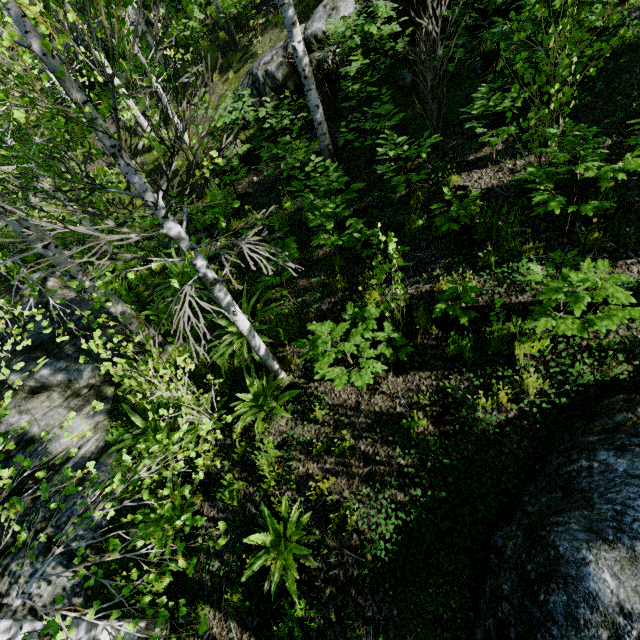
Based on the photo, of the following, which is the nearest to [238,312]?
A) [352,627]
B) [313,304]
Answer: [313,304]

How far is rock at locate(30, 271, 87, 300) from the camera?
10.93m

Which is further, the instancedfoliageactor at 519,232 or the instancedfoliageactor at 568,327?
the instancedfoliageactor at 519,232

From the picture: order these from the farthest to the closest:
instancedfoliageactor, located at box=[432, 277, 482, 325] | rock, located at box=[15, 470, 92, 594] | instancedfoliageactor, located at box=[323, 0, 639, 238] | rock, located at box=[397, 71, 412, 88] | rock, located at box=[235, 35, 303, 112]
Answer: rock, located at box=[235, 35, 303, 112]
rock, located at box=[397, 71, 412, 88]
rock, located at box=[15, 470, 92, 594]
instancedfoliageactor, located at box=[432, 277, 482, 325]
instancedfoliageactor, located at box=[323, 0, 639, 238]

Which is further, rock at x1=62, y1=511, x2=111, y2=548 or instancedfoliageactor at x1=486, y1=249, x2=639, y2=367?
rock at x1=62, y1=511, x2=111, y2=548

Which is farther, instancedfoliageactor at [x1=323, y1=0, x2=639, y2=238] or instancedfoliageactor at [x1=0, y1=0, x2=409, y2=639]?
instancedfoliageactor at [x1=323, y1=0, x2=639, y2=238]

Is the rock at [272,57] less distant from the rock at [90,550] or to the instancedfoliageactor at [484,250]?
the instancedfoliageactor at [484,250]

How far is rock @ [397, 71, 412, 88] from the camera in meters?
6.6 m
